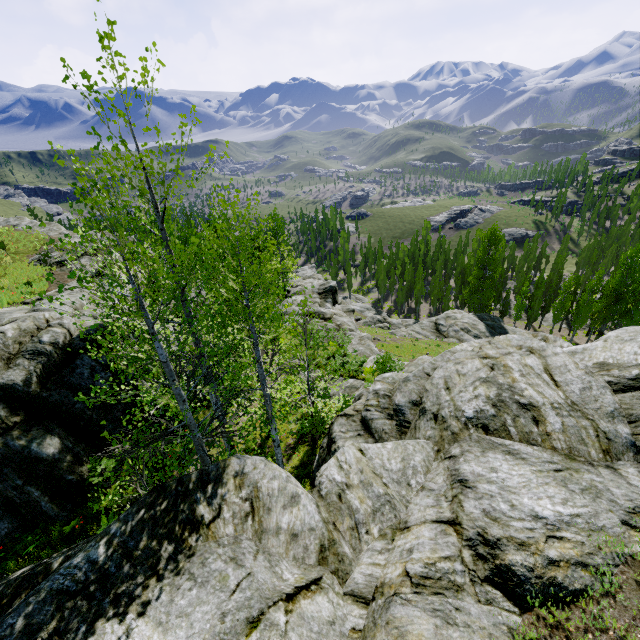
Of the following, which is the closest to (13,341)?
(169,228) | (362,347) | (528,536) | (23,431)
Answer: (23,431)

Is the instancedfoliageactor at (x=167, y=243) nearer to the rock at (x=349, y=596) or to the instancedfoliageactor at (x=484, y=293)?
the rock at (x=349, y=596)

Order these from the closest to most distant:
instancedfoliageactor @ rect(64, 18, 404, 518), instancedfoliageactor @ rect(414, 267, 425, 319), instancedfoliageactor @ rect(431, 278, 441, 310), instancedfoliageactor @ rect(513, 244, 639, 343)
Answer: instancedfoliageactor @ rect(64, 18, 404, 518) < instancedfoliageactor @ rect(513, 244, 639, 343) < instancedfoliageactor @ rect(414, 267, 425, 319) < instancedfoliageactor @ rect(431, 278, 441, 310)

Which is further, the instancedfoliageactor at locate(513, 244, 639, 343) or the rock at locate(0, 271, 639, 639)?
the instancedfoliageactor at locate(513, 244, 639, 343)

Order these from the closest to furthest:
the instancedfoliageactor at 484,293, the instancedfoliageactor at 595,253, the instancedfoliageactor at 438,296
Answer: the instancedfoliageactor at 595,253, the instancedfoliageactor at 484,293, the instancedfoliageactor at 438,296

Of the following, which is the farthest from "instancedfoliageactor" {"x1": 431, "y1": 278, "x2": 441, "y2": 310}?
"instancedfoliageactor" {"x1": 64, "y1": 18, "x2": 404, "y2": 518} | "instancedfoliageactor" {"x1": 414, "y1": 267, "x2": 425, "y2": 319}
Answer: "instancedfoliageactor" {"x1": 64, "y1": 18, "x2": 404, "y2": 518}

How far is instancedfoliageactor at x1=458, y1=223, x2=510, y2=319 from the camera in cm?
4476
